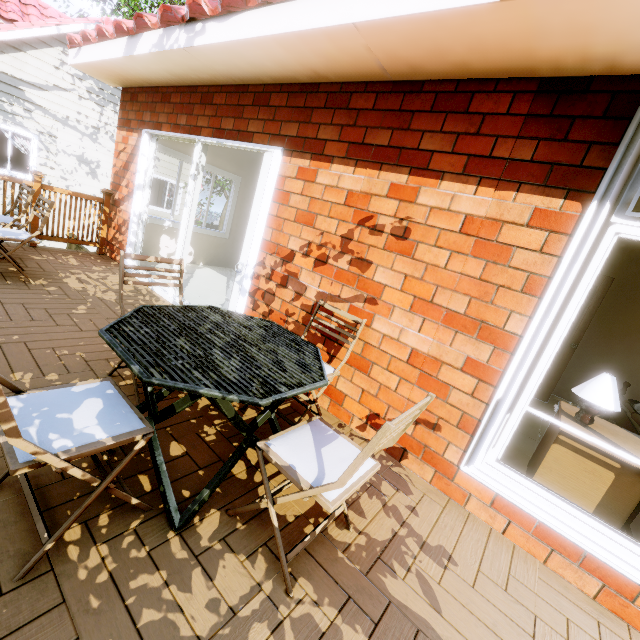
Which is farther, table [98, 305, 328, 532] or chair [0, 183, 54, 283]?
chair [0, 183, 54, 283]

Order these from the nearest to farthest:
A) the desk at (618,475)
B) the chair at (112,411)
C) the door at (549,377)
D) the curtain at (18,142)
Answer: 1. the chair at (112,411)
2. the desk at (618,475)
3. the door at (549,377)
4. the curtain at (18,142)

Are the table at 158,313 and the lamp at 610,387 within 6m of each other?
yes

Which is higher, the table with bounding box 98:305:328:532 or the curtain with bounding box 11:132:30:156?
the curtain with bounding box 11:132:30:156

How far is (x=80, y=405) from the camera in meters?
1.4 m

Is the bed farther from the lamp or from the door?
the lamp

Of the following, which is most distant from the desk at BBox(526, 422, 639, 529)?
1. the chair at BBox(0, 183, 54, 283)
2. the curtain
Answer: the curtain

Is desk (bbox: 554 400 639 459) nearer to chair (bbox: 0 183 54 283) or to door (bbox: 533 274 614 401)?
door (bbox: 533 274 614 401)
